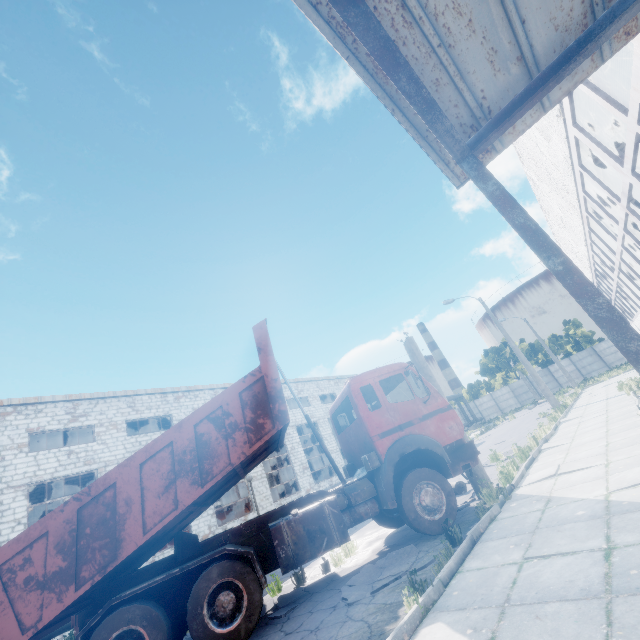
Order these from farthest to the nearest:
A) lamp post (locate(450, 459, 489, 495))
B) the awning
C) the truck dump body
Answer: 1. lamp post (locate(450, 459, 489, 495))
2. the truck dump body
3. the awning

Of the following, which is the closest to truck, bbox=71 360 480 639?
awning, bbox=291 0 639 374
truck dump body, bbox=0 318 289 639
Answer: truck dump body, bbox=0 318 289 639

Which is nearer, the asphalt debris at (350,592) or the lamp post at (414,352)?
the asphalt debris at (350,592)

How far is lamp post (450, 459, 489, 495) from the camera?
8.1m

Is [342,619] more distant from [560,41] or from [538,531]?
[560,41]

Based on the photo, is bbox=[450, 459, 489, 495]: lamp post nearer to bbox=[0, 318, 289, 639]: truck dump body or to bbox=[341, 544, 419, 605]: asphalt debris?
bbox=[341, 544, 419, 605]: asphalt debris

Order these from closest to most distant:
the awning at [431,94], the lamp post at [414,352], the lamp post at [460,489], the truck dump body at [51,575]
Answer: the awning at [431,94] → the truck dump body at [51,575] → the lamp post at [460,489] → the lamp post at [414,352]

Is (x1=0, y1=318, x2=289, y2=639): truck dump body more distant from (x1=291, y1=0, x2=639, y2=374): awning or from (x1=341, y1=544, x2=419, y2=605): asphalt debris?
(x1=291, y1=0, x2=639, y2=374): awning
